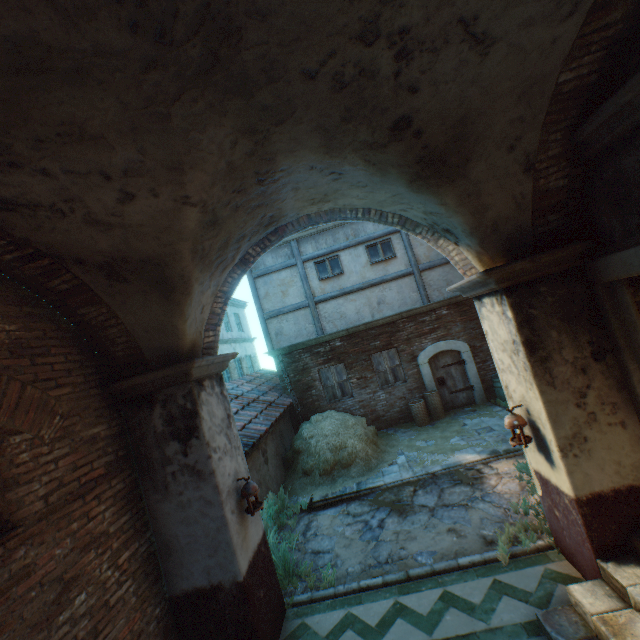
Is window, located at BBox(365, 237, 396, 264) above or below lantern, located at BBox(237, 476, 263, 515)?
above

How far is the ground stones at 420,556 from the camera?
5.0m

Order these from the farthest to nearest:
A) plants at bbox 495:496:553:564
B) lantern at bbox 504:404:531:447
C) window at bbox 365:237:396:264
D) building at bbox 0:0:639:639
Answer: window at bbox 365:237:396:264 < plants at bbox 495:496:553:564 < lantern at bbox 504:404:531:447 < building at bbox 0:0:639:639

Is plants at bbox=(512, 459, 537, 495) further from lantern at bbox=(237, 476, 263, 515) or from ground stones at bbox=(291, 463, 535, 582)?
lantern at bbox=(237, 476, 263, 515)

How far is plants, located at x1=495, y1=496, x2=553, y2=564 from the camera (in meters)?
4.61

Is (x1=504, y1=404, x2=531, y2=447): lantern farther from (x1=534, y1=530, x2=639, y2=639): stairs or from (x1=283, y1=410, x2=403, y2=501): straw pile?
(x1=283, y1=410, x2=403, y2=501): straw pile

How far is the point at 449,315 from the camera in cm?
1152

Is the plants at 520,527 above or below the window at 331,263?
below
